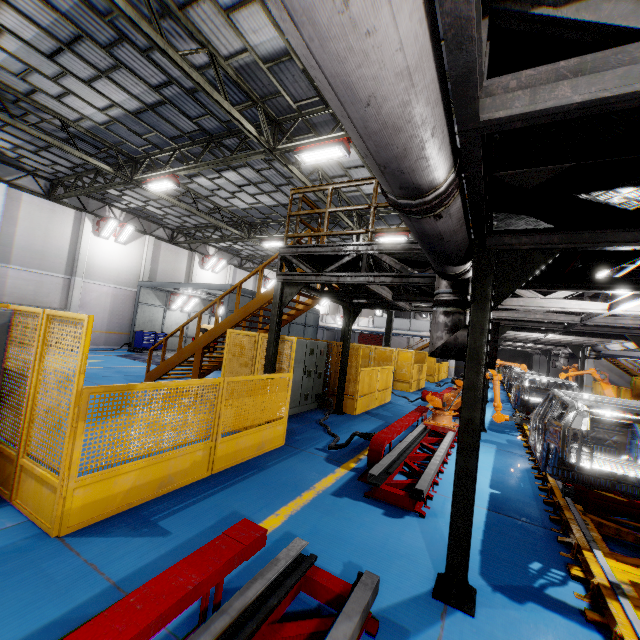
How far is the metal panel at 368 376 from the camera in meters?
10.4

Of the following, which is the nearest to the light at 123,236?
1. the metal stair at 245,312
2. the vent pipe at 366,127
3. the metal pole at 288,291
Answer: the metal stair at 245,312

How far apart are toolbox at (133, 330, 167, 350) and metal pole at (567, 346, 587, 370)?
22.9 meters

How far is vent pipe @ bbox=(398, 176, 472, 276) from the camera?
2.23m

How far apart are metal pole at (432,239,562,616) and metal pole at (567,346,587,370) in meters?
15.6 m

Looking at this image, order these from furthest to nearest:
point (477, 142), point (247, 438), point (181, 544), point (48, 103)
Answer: point (48, 103), point (247, 438), point (181, 544), point (477, 142)

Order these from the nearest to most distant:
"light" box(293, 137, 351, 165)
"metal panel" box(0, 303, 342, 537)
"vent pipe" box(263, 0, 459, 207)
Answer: "vent pipe" box(263, 0, 459, 207)
"metal panel" box(0, 303, 342, 537)
"light" box(293, 137, 351, 165)

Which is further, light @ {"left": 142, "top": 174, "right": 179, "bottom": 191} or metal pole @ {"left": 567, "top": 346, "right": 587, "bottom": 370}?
metal pole @ {"left": 567, "top": 346, "right": 587, "bottom": 370}
